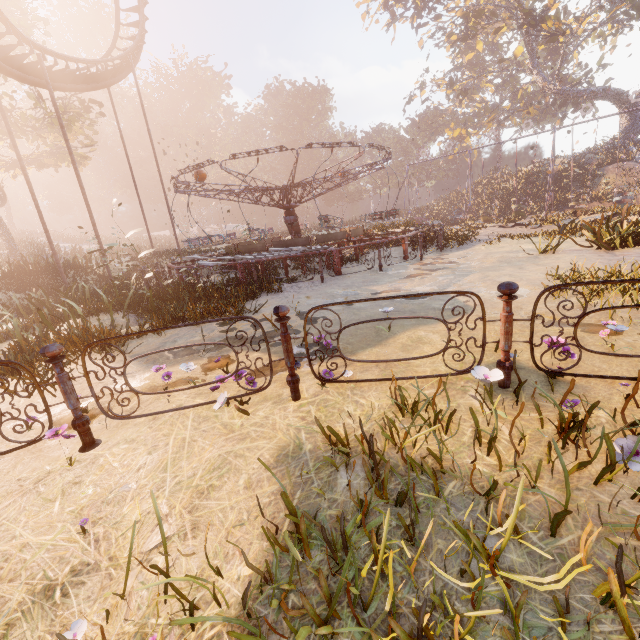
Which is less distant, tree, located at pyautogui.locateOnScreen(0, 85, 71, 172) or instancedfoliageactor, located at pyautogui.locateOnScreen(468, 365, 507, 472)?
instancedfoliageactor, located at pyautogui.locateOnScreen(468, 365, 507, 472)

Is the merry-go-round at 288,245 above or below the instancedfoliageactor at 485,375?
above

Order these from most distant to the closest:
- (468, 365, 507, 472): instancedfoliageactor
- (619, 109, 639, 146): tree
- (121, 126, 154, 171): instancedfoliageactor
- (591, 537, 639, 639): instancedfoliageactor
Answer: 1. (121, 126, 154, 171): instancedfoliageactor
2. (619, 109, 639, 146): tree
3. (468, 365, 507, 472): instancedfoliageactor
4. (591, 537, 639, 639): instancedfoliageactor

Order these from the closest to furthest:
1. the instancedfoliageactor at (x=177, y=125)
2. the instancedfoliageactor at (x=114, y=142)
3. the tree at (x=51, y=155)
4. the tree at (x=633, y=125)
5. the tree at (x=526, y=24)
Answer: the tree at (x=51, y=155), the tree at (x=526, y=24), the tree at (x=633, y=125), the instancedfoliageactor at (x=114, y=142), the instancedfoliageactor at (x=177, y=125)

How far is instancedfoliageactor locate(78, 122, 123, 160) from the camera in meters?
54.7

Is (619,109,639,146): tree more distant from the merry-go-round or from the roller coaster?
the roller coaster

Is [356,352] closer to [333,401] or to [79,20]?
[333,401]
